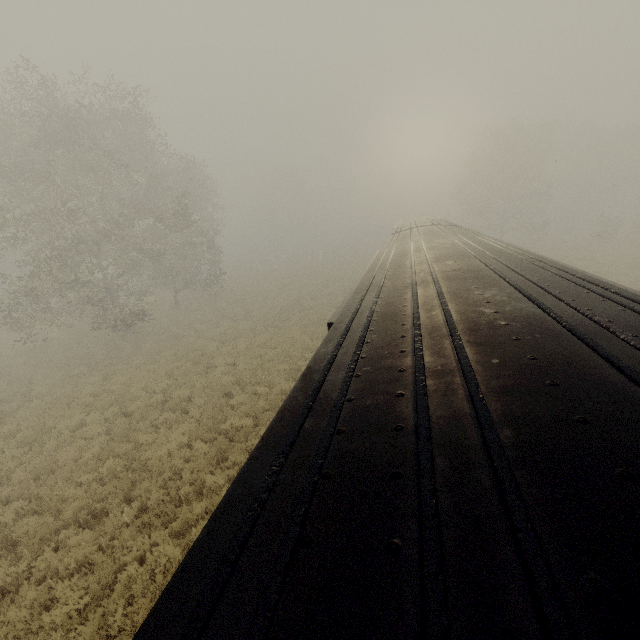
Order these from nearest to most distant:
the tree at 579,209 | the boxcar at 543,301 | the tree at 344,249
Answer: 1. the boxcar at 543,301
2. the tree at 579,209
3. the tree at 344,249

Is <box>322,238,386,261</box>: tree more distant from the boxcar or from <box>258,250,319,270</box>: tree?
the boxcar

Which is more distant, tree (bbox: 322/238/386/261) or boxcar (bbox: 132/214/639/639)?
tree (bbox: 322/238/386/261)

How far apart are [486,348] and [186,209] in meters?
22.2 m

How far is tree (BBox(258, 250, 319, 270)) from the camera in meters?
48.8

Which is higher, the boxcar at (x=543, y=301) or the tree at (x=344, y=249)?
the boxcar at (x=543, y=301)

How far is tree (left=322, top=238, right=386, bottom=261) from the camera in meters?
51.5

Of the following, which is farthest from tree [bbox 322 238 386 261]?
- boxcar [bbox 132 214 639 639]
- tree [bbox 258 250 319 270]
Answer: boxcar [bbox 132 214 639 639]
